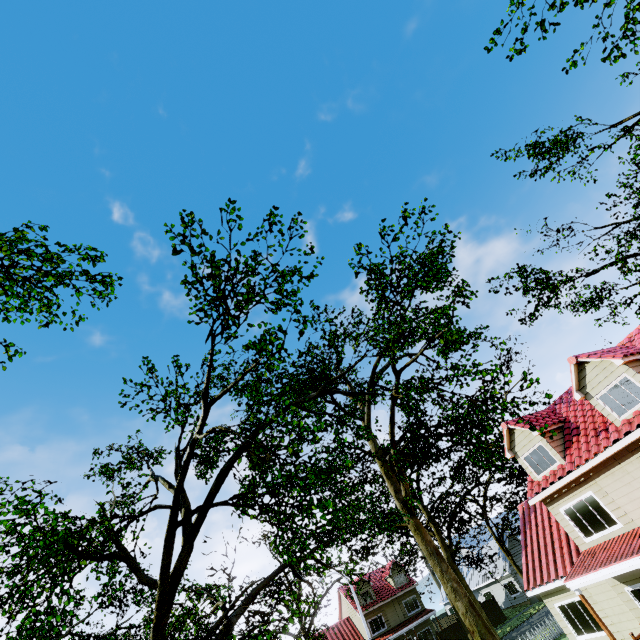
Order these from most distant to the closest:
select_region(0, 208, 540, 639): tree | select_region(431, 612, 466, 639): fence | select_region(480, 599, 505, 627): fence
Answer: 1. select_region(480, 599, 505, 627): fence
2. select_region(431, 612, 466, 639): fence
3. select_region(0, 208, 540, 639): tree

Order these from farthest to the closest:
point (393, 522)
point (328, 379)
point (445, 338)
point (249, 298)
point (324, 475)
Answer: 1. point (393, 522)
2. point (445, 338)
3. point (324, 475)
4. point (328, 379)
5. point (249, 298)

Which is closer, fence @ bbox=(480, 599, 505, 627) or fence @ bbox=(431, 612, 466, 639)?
fence @ bbox=(431, 612, 466, 639)

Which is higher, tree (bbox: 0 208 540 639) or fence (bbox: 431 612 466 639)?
tree (bbox: 0 208 540 639)

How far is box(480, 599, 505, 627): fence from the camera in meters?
35.0 m

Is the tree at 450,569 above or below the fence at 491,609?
above
